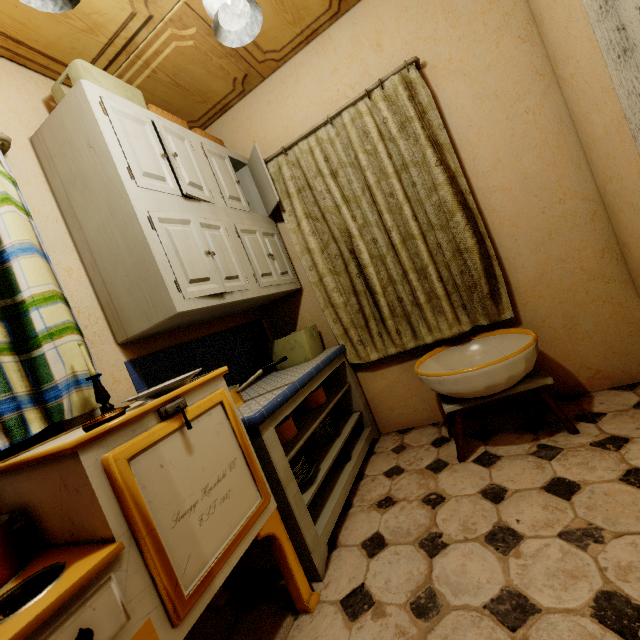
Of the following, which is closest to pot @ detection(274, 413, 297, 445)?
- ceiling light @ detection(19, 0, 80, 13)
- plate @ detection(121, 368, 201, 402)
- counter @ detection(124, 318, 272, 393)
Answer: counter @ detection(124, 318, 272, 393)

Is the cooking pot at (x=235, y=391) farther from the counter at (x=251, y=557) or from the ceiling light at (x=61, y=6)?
the ceiling light at (x=61, y=6)

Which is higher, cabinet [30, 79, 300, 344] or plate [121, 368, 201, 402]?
cabinet [30, 79, 300, 344]

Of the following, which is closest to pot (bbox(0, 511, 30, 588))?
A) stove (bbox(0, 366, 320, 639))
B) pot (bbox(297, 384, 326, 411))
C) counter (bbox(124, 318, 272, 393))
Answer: stove (bbox(0, 366, 320, 639))

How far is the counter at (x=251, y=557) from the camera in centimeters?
152cm

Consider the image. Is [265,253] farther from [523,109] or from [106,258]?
[523,109]

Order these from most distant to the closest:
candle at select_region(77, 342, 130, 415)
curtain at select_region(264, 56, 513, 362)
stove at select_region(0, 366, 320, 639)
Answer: curtain at select_region(264, 56, 513, 362)
candle at select_region(77, 342, 130, 415)
stove at select_region(0, 366, 320, 639)

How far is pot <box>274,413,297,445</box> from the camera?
1.8 meters
